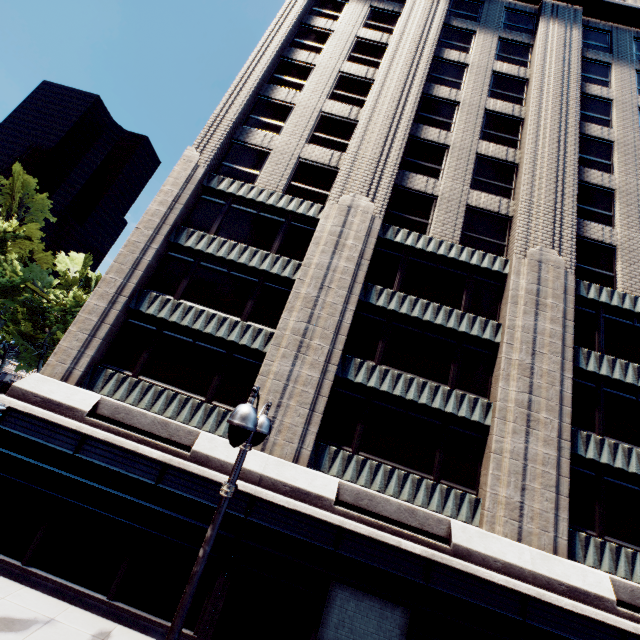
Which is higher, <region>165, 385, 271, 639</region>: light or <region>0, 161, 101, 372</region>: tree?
<region>0, 161, 101, 372</region>: tree

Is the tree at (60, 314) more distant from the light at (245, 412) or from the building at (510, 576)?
the light at (245, 412)

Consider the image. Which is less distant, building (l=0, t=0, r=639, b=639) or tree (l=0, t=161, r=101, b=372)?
building (l=0, t=0, r=639, b=639)

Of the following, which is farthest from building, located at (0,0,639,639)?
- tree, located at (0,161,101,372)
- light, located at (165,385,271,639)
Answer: tree, located at (0,161,101,372)

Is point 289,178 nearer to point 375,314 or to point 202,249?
point 202,249

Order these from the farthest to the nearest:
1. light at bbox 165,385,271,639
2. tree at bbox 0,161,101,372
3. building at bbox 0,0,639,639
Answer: tree at bbox 0,161,101,372 → building at bbox 0,0,639,639 → light at bbox 165,385,271,639

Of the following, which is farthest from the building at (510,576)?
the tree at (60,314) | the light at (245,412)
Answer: the tree at (60,314)
